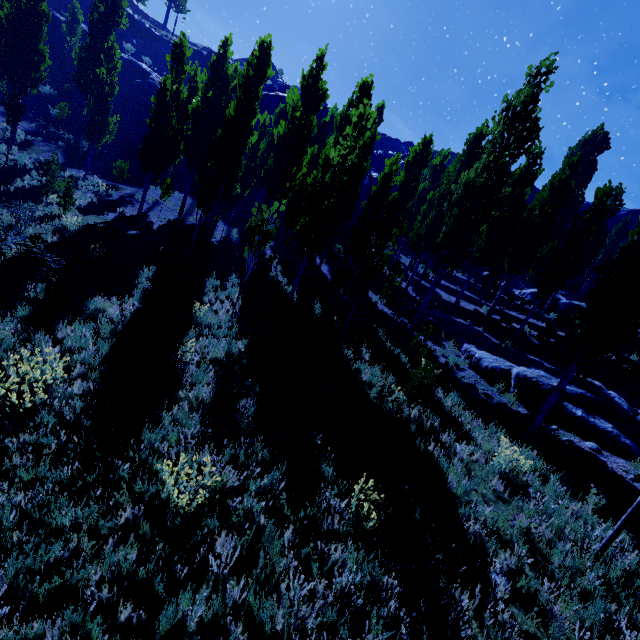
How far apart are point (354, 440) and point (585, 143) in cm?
3479

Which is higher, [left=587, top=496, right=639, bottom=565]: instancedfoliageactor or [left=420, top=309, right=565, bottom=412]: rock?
[left=420, top=309, right=565, bottom=412]: rock

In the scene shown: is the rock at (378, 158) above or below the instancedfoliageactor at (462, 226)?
above

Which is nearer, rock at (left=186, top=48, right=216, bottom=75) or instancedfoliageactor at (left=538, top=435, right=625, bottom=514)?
instancedfoliageactor at (left=538, top=435, right=625, bottom=514)

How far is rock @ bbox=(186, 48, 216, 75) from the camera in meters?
52.7

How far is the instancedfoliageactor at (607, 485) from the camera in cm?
666

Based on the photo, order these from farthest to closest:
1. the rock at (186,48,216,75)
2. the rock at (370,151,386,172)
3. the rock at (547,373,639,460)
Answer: the rock at (370,151,386,172) < the rock at (186,48,216,75) < the rock at (547,373,639,460)

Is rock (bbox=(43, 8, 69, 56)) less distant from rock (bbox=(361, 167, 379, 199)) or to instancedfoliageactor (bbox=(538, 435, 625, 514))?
instancedfoliageactor (bbox=(538, 435, 625, 514))
